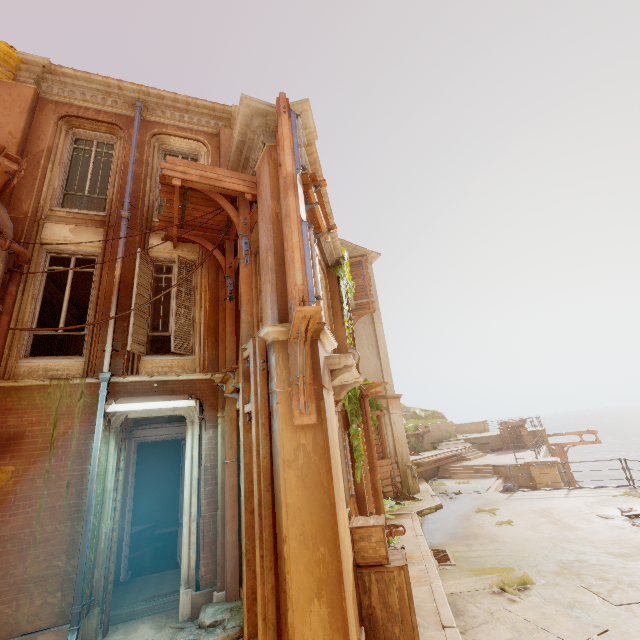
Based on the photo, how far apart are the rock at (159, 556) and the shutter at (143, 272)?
9.9m

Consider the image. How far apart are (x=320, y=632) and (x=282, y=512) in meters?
1.3 m

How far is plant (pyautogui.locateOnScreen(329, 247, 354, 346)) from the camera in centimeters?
1085cm

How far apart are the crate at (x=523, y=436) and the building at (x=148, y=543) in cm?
2593

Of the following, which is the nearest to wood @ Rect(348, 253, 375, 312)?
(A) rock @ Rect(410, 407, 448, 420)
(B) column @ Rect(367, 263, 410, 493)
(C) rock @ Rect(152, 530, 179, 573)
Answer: (B) column @ Rect(367, 263, 410, 493)

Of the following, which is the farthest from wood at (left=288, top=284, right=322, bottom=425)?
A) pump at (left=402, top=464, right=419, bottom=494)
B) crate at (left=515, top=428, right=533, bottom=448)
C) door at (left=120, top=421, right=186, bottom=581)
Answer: crate at (left=515, top=428, right=533, bottom=448)

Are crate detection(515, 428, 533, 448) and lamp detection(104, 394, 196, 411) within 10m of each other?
no

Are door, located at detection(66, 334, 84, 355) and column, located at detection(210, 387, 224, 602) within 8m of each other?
yes
